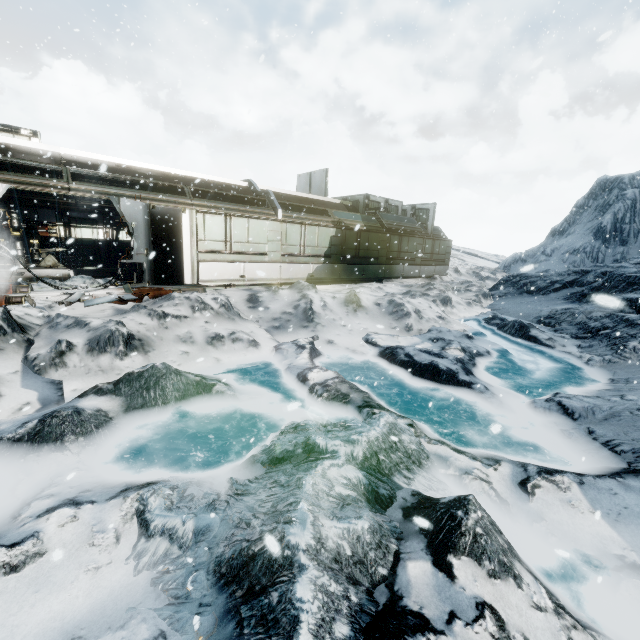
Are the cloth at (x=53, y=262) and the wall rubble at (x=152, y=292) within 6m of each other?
no

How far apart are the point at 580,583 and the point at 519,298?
17.8m

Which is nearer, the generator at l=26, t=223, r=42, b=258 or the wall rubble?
the wall rubble

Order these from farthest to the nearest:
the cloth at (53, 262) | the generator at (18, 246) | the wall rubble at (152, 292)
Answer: the cloth at (53, 262), the generator at (18, 246), the wall rubble at (152, 292)

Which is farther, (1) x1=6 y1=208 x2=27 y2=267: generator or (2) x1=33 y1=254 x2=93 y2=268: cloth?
(2) x1=33 y1=254 x2=93 y2=268: cloth

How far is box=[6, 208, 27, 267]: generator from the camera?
13.4m

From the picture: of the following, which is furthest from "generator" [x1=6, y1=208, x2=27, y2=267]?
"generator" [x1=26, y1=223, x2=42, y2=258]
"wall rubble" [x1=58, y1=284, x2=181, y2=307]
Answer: "wall rubble" [x1=58, y1=284, x2=181, y2=307]

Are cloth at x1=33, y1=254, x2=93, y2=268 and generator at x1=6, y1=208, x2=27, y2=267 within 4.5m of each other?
yes
